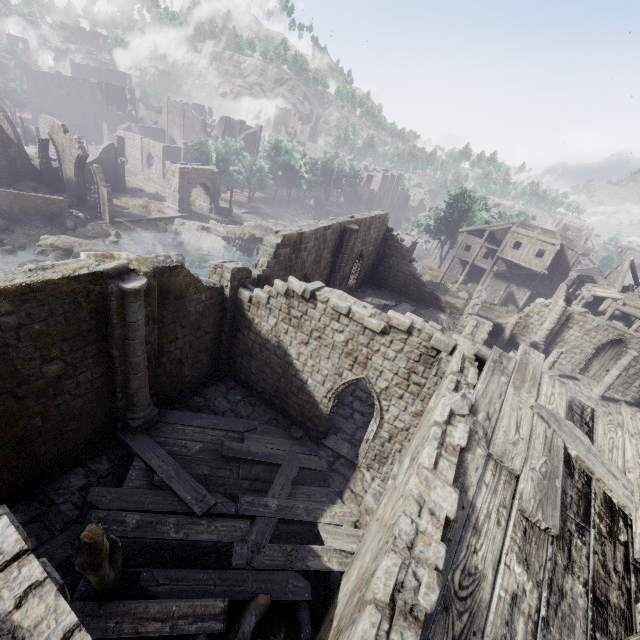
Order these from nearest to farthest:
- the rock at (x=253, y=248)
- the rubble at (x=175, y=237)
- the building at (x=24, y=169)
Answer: the building at (x=24, y=169) → the rubble at (x=175, y=237) → the rock at (x=253, y=248)

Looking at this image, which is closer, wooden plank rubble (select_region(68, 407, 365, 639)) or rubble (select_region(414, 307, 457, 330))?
wooden plank rubble (select_region(68, 407, 365, 639))

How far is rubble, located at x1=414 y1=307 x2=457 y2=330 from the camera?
26.38m

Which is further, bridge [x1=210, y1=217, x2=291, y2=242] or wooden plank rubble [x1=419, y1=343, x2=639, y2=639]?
bridge [x1=210, y1=217, x2=291, y2=242]

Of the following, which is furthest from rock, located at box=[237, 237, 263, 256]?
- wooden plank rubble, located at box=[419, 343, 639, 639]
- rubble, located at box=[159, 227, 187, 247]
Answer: wooden plank rubble, located at box=[419, 343, 639, 639]

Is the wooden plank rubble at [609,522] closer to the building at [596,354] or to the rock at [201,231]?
the building at [596,354]

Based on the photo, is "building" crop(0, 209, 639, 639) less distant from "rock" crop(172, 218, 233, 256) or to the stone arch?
the stone arch

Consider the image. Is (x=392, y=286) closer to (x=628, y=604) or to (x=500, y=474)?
(x=500, y=474)
